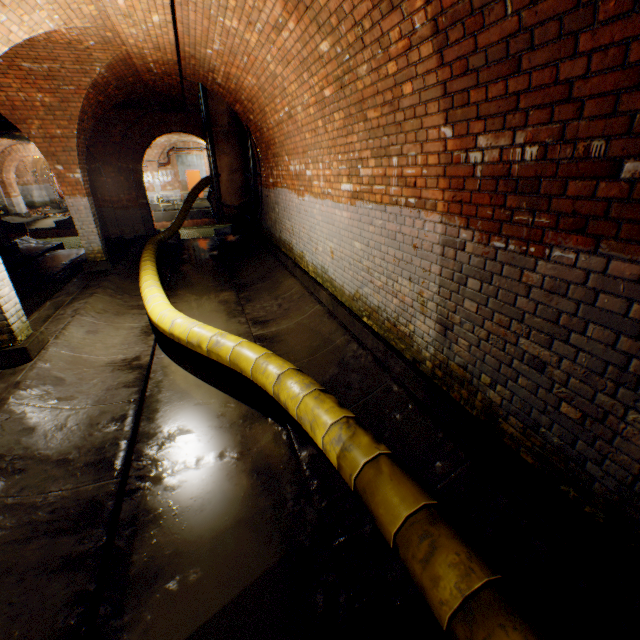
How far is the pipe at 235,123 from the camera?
8.38m

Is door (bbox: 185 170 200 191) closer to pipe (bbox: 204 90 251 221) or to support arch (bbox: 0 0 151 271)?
pipe (bbox: 204 90 251 221)

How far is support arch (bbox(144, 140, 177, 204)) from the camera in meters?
23.0

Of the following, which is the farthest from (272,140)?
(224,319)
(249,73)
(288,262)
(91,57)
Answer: (224,319)

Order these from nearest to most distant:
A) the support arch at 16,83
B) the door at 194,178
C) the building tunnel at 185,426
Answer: the building tunnel at 185,426
the support arch at 16,83
the door at 194,178

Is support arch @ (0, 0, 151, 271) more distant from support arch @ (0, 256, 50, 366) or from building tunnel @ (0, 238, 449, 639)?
support arch @ (0, 256, 50, 366)

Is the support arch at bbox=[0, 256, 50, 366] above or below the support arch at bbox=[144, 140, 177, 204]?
below

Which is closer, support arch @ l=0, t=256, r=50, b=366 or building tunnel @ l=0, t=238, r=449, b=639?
building tunnel @ l=0, t=238, r=449, b=639
